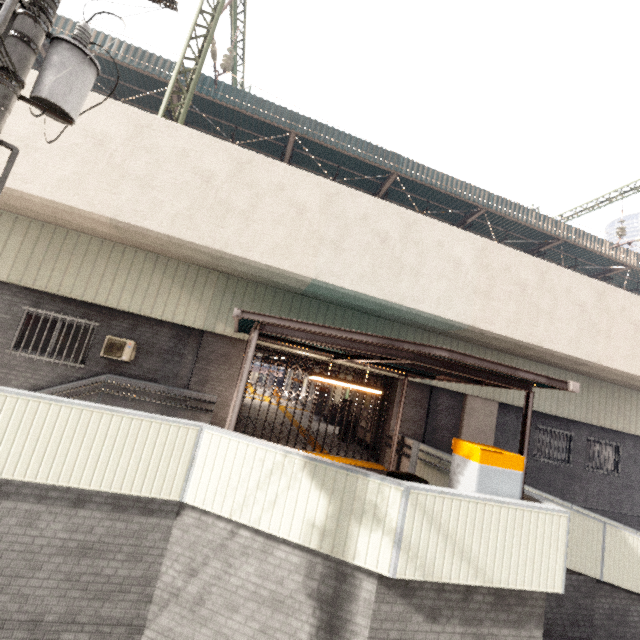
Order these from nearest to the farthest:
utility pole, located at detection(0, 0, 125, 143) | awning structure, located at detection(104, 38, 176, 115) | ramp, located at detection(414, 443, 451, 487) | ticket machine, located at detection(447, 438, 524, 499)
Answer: utility pole, located at detection(0, 0, 125, 143)
ticket machine, located at detection(447, 438, 524, 499)
ramp, located at detection(414, 443, 451, 487)
awning structure, located at detection(104, 38, 176, 115)

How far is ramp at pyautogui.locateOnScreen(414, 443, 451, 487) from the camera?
9.43m

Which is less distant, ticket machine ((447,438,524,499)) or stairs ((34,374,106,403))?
ticket machine ((447,438,524,499))

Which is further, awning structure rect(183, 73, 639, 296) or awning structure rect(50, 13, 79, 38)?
awning structure rect(183, 73, 639, 296)

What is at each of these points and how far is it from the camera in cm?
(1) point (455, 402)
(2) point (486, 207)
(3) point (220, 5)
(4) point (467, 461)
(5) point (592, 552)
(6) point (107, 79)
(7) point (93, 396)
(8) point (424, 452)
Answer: (1) concrete pillar, 1159
(2) awning structure, 1527
(3) power line, 943
(4) ticket machine, 534
(5) ramp, 704
(6) awning structure, 1330
(7) stairs, 870
(8) ramp, 940

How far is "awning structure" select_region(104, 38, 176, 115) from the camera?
11.82m

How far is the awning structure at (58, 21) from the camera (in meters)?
11.30

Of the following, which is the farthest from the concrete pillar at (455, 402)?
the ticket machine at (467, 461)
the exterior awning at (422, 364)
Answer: the ticket machine at (467, 461)
